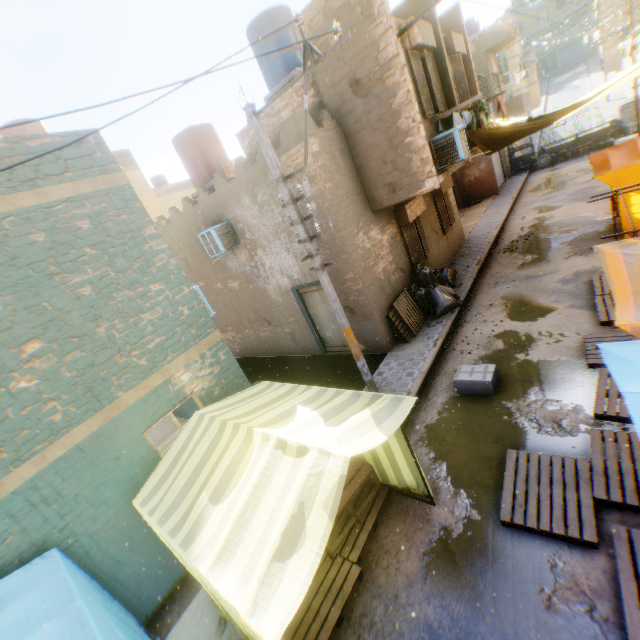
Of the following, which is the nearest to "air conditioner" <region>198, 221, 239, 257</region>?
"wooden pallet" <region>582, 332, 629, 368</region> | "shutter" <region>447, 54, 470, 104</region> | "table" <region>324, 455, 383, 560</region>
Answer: "shutter" <region>447, 54, 470, 104</region>

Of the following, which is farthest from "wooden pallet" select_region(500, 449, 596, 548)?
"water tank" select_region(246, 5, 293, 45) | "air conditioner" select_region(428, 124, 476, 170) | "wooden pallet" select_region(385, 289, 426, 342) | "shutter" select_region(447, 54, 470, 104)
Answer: "water tank" select_region(246, 5, 293, 45)

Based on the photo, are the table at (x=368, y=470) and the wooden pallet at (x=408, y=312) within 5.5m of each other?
yes

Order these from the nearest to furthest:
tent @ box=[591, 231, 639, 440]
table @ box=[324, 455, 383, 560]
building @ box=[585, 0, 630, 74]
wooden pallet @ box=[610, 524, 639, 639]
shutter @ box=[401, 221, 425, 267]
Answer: tent @ box=[591, 231, 639, 440], wooden pallet @ box=[610, 524, 639, 639], table @ box=[324, 455, 383, 560], shutter @ box=[401, 221, 425, 267], building @ box=[585, 0, 630, 74]

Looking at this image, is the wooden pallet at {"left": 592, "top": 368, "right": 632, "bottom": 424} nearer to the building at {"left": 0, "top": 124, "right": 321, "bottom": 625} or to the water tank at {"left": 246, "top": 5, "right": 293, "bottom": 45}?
the building at {"left": 0, "top": 124, "right": 321, "bottom": 625}

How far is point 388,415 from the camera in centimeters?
376cm

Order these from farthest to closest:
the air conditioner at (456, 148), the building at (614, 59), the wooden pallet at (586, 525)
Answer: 1. the building at (614, 59)
2. the air conditioner at (456, 148)
3. the wooden pallet at (586, 525)

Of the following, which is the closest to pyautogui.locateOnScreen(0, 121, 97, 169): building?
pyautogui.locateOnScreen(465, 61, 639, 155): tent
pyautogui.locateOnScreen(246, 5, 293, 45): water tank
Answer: pyautogui.locateOnScreen(465, 61, 639, 155): tent
